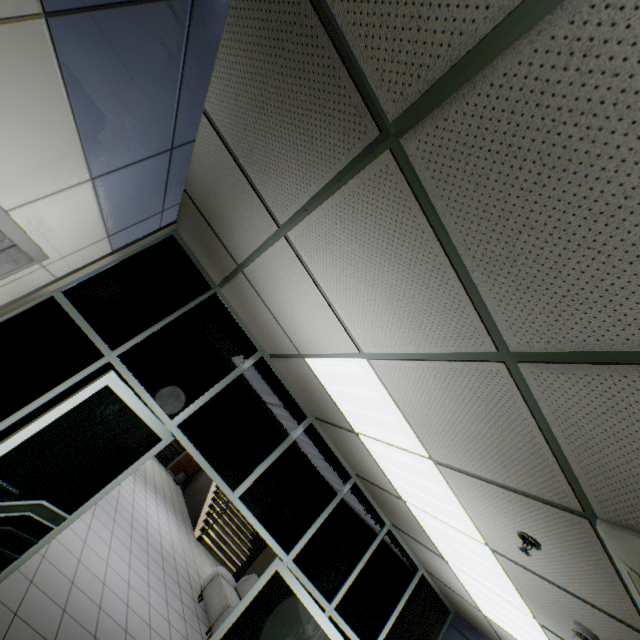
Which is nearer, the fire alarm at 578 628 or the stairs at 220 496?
the fire alarm at 578 628

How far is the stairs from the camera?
10.9m

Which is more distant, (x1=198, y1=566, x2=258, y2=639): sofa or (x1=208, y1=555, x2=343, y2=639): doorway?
(x1=198, y1=566, x2=258, y2=639): sofa

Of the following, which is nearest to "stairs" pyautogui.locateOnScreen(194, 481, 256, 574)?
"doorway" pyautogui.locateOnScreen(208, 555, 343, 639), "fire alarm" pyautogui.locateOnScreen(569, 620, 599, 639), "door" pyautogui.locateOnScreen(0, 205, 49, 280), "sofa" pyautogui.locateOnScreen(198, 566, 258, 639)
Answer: "sofa" pyautogui.locateOnScreen(198, 566, 258, 639)

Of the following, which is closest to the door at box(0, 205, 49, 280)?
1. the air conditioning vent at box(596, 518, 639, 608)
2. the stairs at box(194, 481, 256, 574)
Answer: the air conditioning vent at box(596, 518, 639, 608)

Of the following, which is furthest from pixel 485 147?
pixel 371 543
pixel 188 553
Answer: pixel 188 553

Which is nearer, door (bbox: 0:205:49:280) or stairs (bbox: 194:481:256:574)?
door (bbox: 0:205:49:280)

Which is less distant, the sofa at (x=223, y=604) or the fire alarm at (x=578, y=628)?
the fire alarm at (x=578, y=628)
